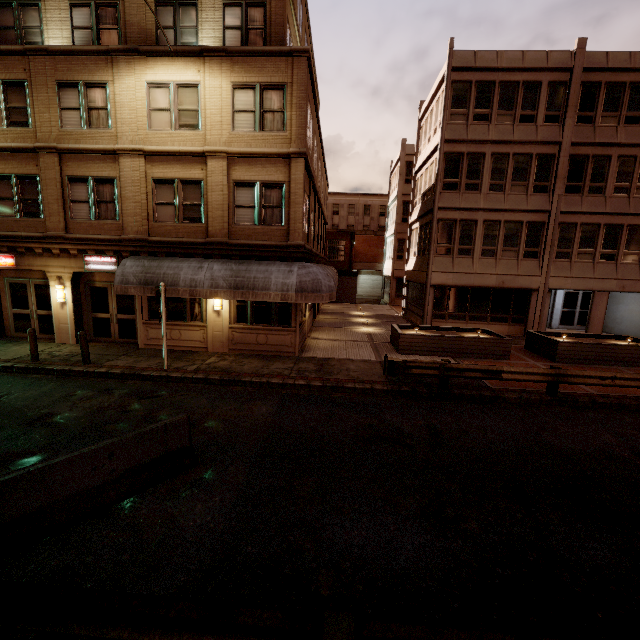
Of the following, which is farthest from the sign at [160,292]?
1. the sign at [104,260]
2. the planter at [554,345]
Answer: the planter at [554,345]

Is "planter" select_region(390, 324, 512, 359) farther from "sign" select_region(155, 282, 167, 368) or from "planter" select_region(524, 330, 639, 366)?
"sign" select_region(155, 282, 167, 368)

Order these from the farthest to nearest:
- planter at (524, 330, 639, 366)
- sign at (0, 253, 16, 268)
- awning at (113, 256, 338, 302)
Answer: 1. planter at (524, 330, 639, 366)
2. sign at (0, 253, 16, 268)
3. awning at (113, 256, 338, 302)

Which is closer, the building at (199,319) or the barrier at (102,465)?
the barrier at (102,465)

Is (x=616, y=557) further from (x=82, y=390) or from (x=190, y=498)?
(x=82, y=390)

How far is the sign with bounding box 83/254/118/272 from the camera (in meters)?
13.55

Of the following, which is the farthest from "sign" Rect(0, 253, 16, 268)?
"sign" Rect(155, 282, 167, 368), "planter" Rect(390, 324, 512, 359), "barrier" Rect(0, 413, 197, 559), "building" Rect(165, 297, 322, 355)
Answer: "planter" Rect(390, 324, 512, 359)

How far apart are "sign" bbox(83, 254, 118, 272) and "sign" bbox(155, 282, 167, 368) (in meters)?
3.89
